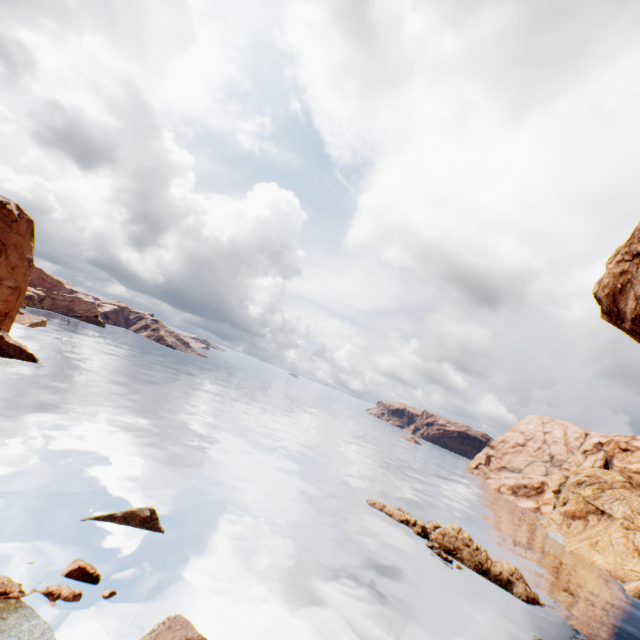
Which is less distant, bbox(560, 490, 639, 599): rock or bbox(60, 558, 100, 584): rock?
bbox(60, 558, 100, 584): rock

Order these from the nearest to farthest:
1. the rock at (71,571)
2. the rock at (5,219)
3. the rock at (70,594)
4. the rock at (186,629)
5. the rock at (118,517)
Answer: the rock at (186,629), the rock at (70,594), the rock at (71,571), the rock at (118,517), the rock at (5,219)

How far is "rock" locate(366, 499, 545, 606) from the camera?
28.97m

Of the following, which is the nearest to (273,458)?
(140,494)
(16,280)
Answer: (140,494)

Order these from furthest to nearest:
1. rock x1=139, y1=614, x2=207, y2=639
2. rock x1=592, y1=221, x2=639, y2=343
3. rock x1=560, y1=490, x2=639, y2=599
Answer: rock x1=560, y1=490, x2=639, y2=599, rock x1=592, y1=221, x2=639, y2=343, rock x1=139, y1=614, x2=207, y2=639

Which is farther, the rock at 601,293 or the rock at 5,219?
the rock at 5,219
